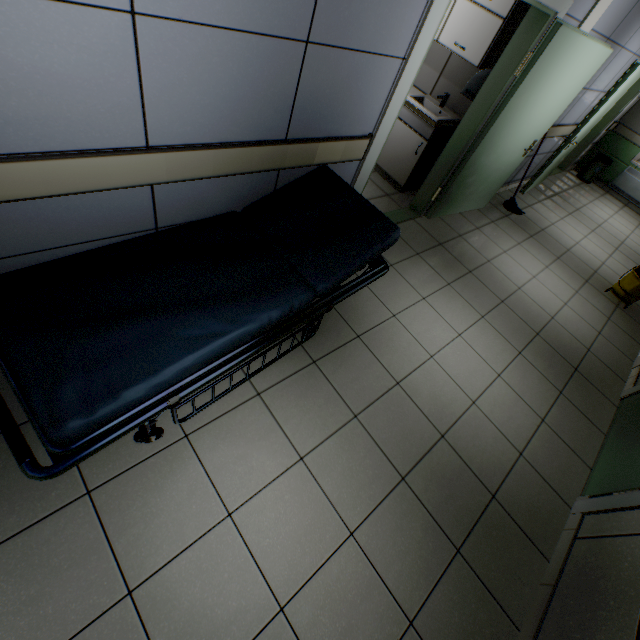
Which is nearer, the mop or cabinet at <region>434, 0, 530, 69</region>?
cabinet at <region>434, 0, 530, 69</region>

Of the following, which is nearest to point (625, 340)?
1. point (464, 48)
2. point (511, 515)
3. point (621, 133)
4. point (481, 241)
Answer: point (481, 241)

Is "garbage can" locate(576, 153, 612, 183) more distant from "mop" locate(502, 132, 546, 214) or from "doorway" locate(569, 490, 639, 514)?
"doorway" locate(569, 490, 639, 514)

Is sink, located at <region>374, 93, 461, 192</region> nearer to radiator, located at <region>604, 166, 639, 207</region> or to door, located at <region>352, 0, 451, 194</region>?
door, located at <region>352, 0, 451, 194</region>

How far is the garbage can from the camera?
7.3m

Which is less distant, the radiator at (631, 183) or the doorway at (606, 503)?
the doorway at (606, 503)

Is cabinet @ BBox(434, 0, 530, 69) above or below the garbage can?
above

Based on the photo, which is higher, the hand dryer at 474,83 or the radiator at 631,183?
the hand dryer at 474,83
